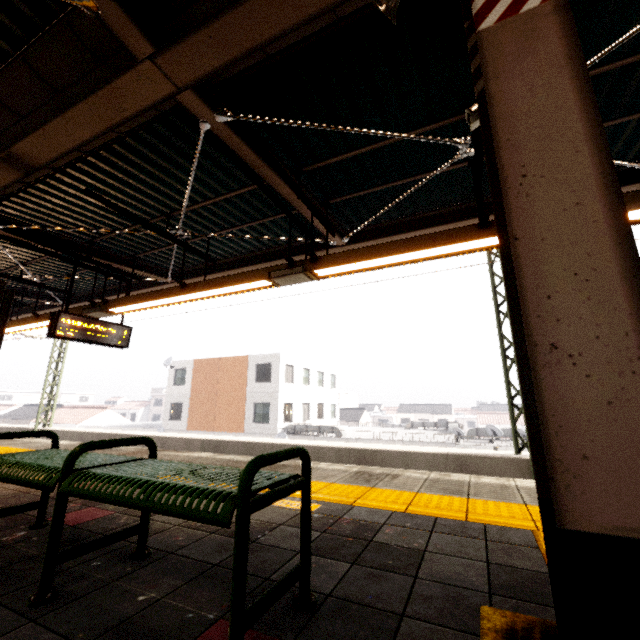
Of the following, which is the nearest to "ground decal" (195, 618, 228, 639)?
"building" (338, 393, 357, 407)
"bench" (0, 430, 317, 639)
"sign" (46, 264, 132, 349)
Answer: "bench" (0, 430, 317, 639)

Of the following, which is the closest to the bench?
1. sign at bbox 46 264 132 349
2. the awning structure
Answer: the awning structure

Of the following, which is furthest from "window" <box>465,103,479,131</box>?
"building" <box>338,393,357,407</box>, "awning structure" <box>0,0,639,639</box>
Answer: "building" <box>338,393,357,407</box>

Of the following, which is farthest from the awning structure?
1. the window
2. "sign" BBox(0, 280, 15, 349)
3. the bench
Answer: "sign" BBox(0, 280, 15, 349)

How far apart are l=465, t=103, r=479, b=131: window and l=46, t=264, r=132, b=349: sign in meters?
7.3 m

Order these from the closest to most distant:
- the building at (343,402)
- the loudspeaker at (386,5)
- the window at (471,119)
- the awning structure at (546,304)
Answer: the awning structure at (546,304)
the loudspeaker at (386,5)
the window at (471,119)
the building at (343,402)

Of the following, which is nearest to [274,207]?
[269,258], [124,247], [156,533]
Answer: [269,258]

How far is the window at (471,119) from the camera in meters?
2.9 m
